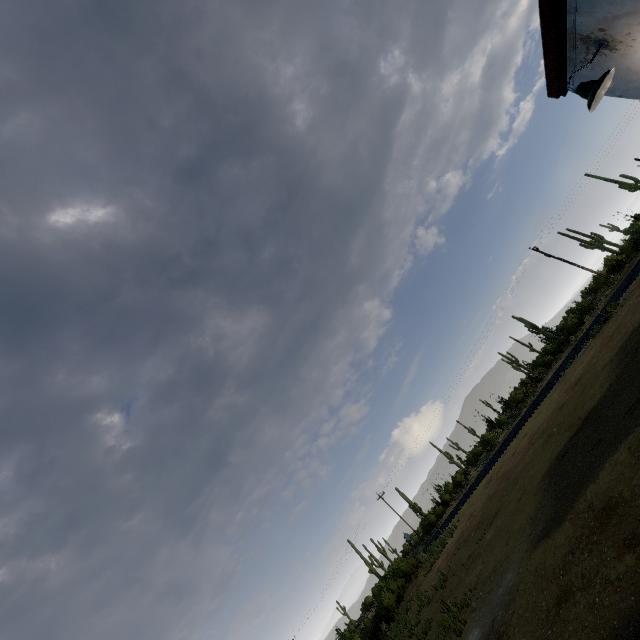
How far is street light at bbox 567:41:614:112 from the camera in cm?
389

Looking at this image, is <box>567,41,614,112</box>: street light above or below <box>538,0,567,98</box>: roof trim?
below

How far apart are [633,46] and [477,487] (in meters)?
31.57

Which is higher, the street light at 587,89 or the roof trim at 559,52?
the roof trim at 559,52

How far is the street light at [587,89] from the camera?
3.9 meters
